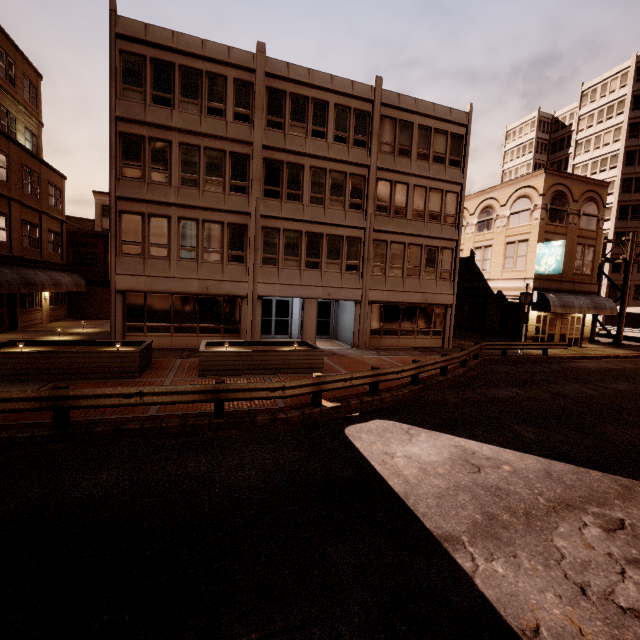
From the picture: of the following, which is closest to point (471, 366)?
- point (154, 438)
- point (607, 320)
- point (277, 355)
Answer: point (277, 355)

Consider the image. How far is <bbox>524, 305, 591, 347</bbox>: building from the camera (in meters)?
24.88

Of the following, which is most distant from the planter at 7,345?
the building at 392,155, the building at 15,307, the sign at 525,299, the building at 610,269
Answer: the building at 610,269

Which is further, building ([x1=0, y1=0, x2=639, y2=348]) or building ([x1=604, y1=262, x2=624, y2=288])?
building ([x1=604, y1=262, x2=624, y2=288])

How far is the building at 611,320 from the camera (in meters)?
46.65

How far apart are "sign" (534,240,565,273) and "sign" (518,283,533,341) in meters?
3.5

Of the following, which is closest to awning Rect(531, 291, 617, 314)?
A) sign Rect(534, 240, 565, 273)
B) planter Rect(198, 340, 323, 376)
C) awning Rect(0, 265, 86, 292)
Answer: sign Rect(534, 240, 565, 273)

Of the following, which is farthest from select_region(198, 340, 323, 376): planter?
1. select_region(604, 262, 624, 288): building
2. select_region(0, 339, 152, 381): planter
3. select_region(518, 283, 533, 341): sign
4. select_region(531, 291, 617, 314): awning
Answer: select_region(604, 262, 624, 288): building
